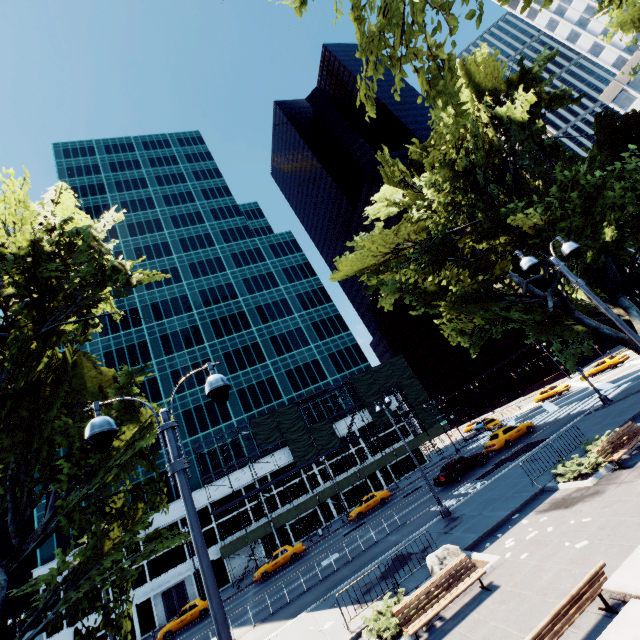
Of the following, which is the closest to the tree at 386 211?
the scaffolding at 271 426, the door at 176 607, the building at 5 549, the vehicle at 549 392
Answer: the scaffolding at 271 426

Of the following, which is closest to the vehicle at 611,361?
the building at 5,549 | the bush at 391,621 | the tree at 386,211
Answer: the tree at 386,211

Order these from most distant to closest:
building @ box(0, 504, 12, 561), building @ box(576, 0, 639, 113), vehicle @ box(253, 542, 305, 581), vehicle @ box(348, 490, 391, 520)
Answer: building @ box(576, 0, 639, 113) < building @ box(0, 504, 12, 561) < vehicle @ box(348, 490, 391, 520) < vehicle @ box(253, 542, 305, 581)

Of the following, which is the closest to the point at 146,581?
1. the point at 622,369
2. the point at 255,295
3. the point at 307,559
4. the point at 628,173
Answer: the point at 307,559

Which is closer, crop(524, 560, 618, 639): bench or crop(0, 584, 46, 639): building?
crop(524, 560, 618, 639): bench

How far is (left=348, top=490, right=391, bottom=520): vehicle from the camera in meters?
33.7

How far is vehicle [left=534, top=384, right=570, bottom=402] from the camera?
42.22m

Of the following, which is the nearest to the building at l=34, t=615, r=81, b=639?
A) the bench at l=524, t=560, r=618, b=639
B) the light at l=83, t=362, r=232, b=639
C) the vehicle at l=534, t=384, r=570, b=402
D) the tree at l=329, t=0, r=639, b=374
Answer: the vehicle at l=534, t=384, r=570, b=402
